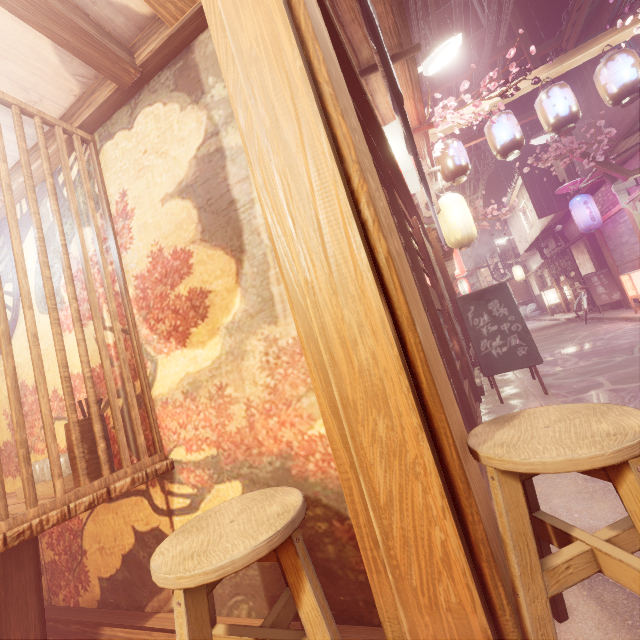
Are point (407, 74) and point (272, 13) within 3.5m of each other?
no

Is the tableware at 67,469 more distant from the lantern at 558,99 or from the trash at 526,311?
the trash at 526,311

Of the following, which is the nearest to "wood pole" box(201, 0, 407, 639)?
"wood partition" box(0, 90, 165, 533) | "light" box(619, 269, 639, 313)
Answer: "wood partition" box(0, 90, 165, 533)

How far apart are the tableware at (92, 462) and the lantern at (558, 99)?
12.2m

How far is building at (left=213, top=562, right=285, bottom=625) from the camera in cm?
253

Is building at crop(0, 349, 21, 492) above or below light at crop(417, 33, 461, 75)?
below

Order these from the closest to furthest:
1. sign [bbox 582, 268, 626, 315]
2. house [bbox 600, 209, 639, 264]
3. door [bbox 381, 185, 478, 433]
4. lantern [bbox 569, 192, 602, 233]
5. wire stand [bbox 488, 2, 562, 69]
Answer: door [bbox 381, 185, 478, 433]
wire stand [bbox 488, 2, 562, 69]
house [bbox 600, 209, 639, 264]
lantern [bbox 569, 192, 602, 233]
sign [bbox 582, 268, 626, 315]

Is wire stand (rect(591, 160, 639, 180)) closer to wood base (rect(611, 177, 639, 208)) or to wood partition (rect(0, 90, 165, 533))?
wood base (rect(611, 177, 639, 208))
